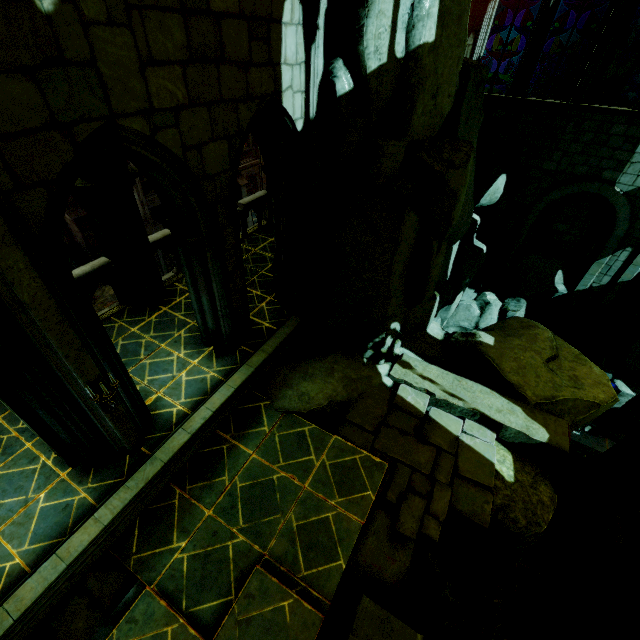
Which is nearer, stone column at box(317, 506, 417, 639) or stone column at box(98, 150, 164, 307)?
stone column at box(317, 506, 417, 639)

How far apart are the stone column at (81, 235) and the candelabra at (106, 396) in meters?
16.7 m

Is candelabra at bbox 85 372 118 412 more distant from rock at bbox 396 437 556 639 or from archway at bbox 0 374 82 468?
rock at bbox 396 437 556 639

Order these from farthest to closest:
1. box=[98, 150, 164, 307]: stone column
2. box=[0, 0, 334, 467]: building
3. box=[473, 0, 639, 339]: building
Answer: box=[473, 0, 639, 339]: building
box=[98, 150, 164, 307]: stone column
box=[0, 0, 334, 467]: building

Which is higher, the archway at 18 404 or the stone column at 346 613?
the archway at 18 404

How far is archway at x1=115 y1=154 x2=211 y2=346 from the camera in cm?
525

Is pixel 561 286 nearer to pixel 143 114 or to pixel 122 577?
pixel 143 114

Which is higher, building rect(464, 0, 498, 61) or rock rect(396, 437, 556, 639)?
building rect(464, 0, 498, 61)
